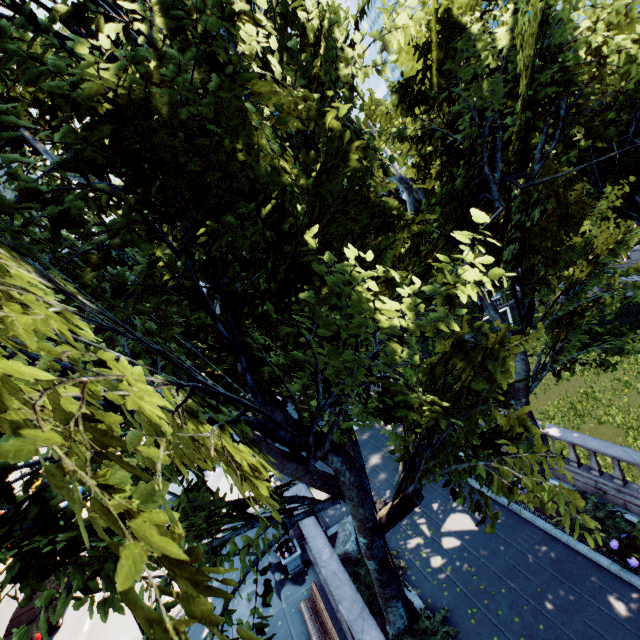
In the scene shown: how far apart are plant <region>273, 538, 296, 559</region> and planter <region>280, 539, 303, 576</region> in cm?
1

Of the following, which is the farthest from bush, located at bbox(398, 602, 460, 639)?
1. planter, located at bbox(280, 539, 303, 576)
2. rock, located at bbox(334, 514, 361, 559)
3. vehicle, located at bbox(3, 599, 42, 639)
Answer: vehicle, located at bbox(3, 599, 42, 639)

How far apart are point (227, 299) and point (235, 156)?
2.8m

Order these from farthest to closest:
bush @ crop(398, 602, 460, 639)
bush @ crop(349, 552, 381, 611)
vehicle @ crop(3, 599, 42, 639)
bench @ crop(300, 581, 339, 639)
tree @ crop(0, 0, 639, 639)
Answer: vehicle @ crop(3, 599, 42, 639)
bush @ crop(349, 552, 381, 611)
bench @ crop(300, 581, 339, 639)
bush @ crop(398, 602, 460, 639)
tree @ crop(0, 0, 639, 639)

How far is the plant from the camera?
12.7m

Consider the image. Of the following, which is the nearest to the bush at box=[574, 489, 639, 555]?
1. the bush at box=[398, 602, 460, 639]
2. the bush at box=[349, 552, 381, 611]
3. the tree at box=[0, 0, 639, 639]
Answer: the tree at box=[0, 0, 639, 639]

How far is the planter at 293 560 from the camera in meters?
12.7 m

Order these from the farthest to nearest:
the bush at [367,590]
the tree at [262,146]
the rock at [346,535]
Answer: the rock at [346,535] → the bush at [367,590] → the tree at [262,146]
